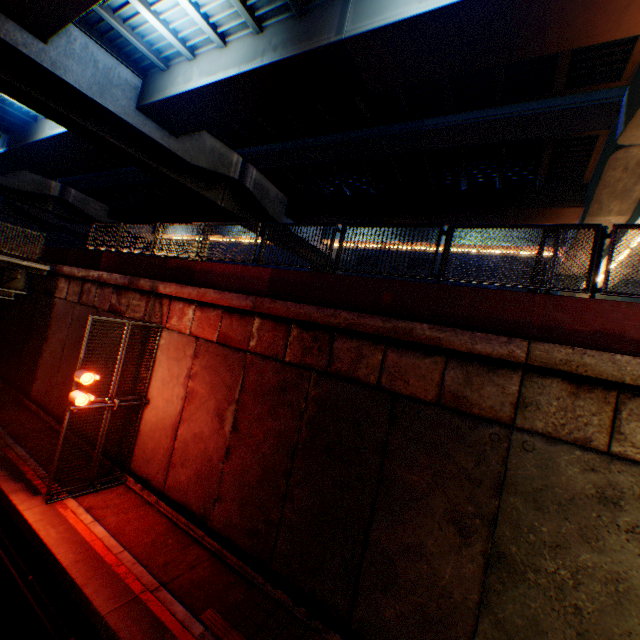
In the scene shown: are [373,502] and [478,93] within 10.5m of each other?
no

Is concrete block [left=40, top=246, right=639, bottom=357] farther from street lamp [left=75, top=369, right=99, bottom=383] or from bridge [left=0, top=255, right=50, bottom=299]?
street lamp [left=75, top=369, right=99, bottom=383]

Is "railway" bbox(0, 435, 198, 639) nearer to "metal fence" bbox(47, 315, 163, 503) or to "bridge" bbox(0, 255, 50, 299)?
"metal fence" bbox(47, 315, 163, 503)

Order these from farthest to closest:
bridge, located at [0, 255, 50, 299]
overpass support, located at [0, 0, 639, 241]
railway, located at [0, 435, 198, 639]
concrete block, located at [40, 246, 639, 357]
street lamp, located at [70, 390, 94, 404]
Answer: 1. bridge, located at [0, 255, 50, 299]
2. overpass support, located at [0, 0, 639, 241]
3. street lamp, located at [70, 390, 94, 404]
4. railway, located at [0, 435, 198, 639]
5. concrete block, located at [40, 246, 639, 357]

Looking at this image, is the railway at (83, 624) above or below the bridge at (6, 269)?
below

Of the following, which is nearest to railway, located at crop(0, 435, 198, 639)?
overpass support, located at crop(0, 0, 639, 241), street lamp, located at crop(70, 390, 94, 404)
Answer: street lamp, located at crop(70, 390, 94, 404)

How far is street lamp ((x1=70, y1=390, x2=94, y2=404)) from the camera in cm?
824

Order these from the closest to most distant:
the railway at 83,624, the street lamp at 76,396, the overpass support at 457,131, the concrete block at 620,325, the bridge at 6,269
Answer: the concrete block at 620,325, the railway at 83,624, the street lamp at 76,396, the overpass support at 457,131, the bridge at 6,269
